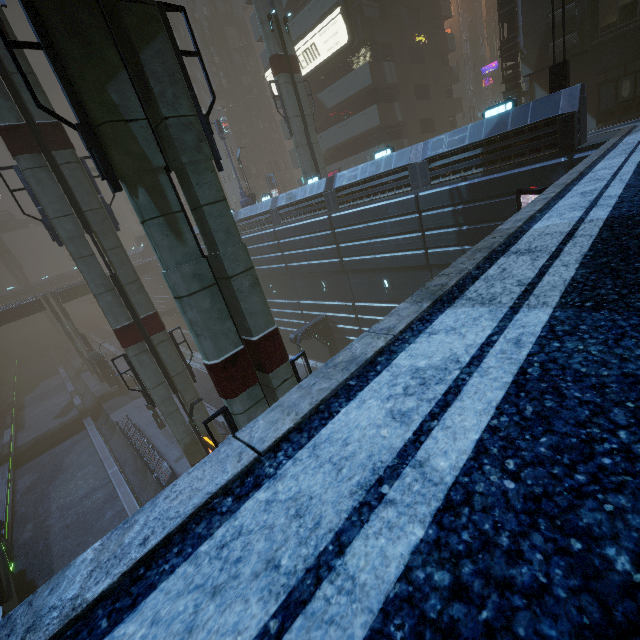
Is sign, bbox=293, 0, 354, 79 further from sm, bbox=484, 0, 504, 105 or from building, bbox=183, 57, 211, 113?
sm, bbox=484, 0, 504, 105

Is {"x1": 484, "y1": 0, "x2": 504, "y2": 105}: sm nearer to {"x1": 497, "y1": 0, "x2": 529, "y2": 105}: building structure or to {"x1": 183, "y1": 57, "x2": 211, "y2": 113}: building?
{"x1": 183, "y1": 57, "x2": 211, "y2": 113}: building

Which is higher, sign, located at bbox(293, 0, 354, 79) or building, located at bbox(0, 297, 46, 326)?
sign, located at bbox(293, 0, 354, 79)

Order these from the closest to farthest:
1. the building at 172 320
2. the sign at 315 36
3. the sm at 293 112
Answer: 1. the sm at 293 112
2. the sign at 315 36
3. the building at 172 320

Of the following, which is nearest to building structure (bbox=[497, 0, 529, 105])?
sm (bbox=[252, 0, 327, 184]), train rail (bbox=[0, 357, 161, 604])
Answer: sm (bbox=[252, 0, 327, 184])

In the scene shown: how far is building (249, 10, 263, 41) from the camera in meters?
30.6 m

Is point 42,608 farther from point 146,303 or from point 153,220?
point 146,303

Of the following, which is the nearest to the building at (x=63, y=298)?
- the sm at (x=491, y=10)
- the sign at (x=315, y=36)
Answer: the sign at (x=315, y=36)
